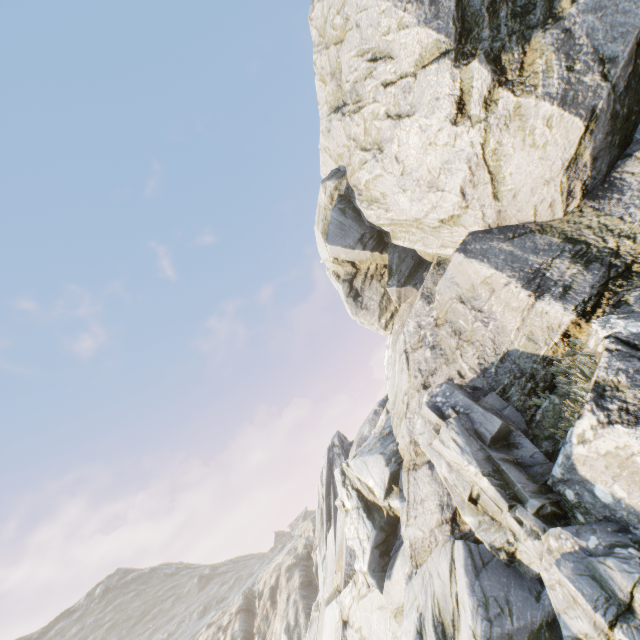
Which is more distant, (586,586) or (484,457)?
(484,457)
